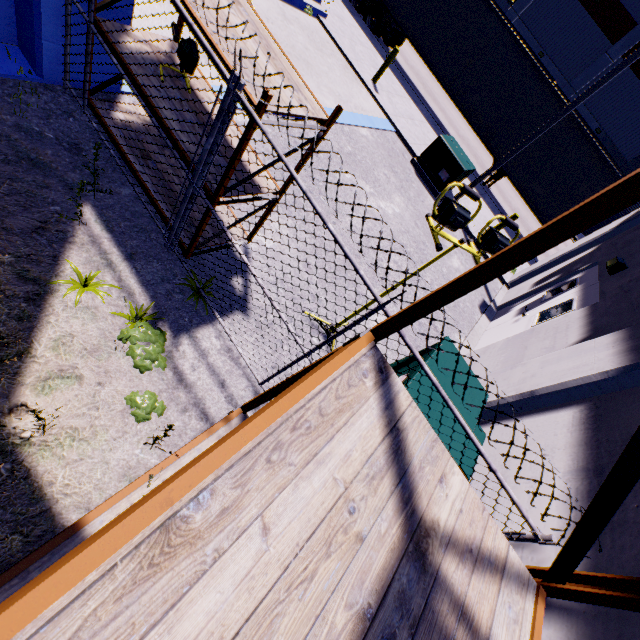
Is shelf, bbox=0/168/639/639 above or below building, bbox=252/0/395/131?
above

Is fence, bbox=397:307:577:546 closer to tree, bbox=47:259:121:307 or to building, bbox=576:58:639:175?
building, bbox=576:58:639:175

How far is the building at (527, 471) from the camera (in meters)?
2.83

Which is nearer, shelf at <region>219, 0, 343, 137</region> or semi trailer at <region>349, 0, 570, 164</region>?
shelf at <region>219, 0, 343, 137</region>

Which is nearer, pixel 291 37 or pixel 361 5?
pixel 291 37

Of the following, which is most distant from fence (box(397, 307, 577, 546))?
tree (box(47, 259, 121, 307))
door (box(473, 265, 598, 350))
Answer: door (box(473, 265, 598, 350))

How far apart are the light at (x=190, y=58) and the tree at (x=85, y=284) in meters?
2.3 m

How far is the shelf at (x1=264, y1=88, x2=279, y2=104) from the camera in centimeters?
248cm
